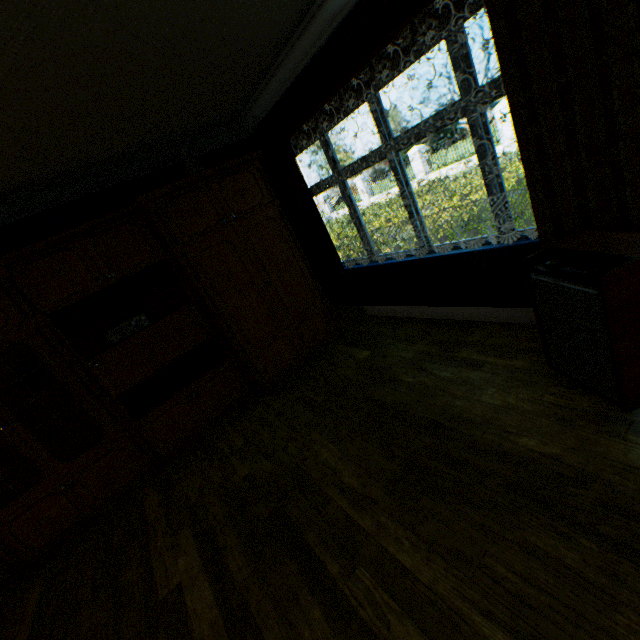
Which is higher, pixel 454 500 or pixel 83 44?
pixel 83 44

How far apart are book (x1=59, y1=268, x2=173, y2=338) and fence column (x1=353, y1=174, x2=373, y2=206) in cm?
2413

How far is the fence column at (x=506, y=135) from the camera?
15.8m

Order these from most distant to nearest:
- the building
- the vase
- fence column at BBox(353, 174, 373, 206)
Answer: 1. fence column at BBox(353, 174, 373, 206)
2. the vase
3. the building

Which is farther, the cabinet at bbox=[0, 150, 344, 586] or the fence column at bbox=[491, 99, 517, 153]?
the fence column at bbox=[491, 99, 517, 153]

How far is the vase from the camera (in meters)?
3.63

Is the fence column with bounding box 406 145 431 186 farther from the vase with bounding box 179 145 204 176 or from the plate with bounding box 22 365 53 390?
the plate with bounding box 22 365 53 390

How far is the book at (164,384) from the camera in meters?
3.6 m
